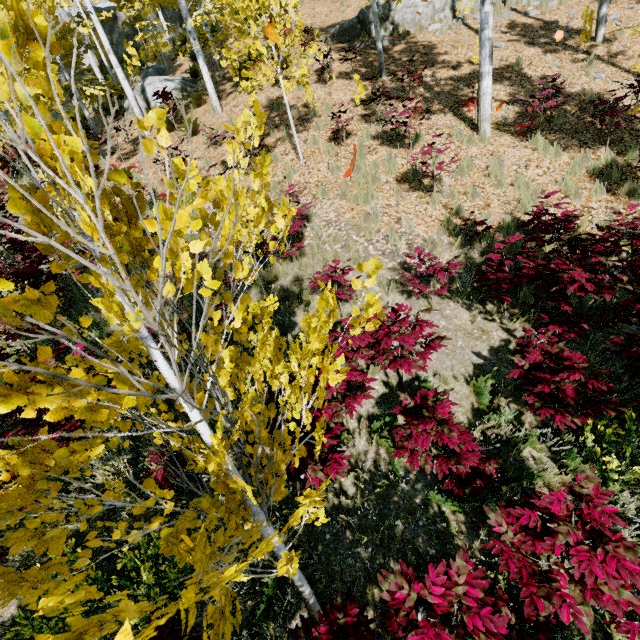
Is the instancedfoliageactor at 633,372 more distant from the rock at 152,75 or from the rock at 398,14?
the rock at 398,14

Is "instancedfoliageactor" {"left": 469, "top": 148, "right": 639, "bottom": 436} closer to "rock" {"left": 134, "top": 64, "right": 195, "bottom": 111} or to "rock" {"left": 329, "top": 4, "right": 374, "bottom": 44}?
"rock" {"left": 134, "top": 64, "right": 195, "bottom": 111}

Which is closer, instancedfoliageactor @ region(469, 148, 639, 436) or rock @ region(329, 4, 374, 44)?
instancedfoliageactor @ region(469, 148, 639, 436)

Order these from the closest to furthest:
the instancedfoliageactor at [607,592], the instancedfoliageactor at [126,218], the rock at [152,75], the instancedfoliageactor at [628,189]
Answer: the instancedfoliageactor at [126,218]
the instancedfoliageactor at [607,592]
the instancedfoliageactor at [628,189]
the rock at [152,75]

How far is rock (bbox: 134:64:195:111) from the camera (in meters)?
14.05

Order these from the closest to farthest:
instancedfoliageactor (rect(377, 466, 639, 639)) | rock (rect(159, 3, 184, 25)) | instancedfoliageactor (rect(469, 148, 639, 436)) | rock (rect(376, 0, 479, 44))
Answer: instancedfoliageactor (rect(377, 466, 639, 639)) < instancedfoliageactor (rect(469, 148, 639, 436)) < rock (rect(376, 0, 479, 44)) < rock (rect(159, 3, 184, 25))

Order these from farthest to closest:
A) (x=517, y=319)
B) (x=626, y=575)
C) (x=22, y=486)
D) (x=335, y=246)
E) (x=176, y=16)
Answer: (x=176, y=16) → (x=335, y=246) → (x=517, y=319) → (x=626, y=575) → (x=22, y=486)

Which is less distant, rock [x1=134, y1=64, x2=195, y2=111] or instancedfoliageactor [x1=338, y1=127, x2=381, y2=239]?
instancedfoliageactor [x1=338, y1=127, x2=381, y2=239]
